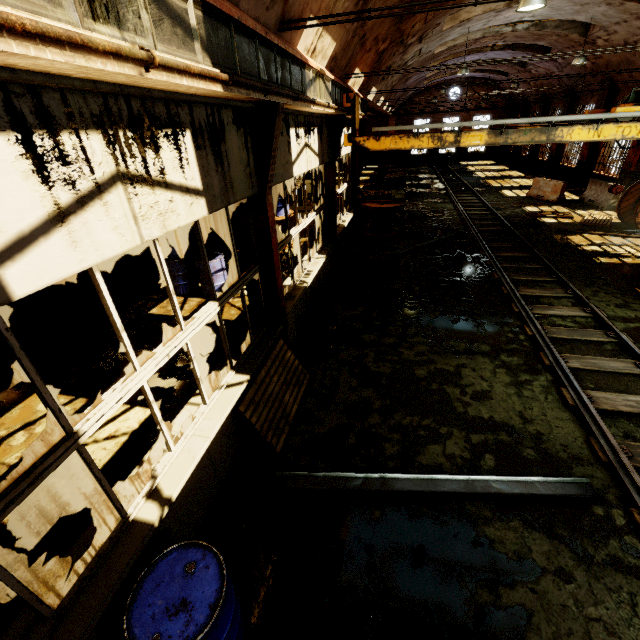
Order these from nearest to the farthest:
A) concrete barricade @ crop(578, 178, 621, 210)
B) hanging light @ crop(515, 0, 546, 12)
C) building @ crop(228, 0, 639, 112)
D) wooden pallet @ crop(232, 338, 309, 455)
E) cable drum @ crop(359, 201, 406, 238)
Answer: wooden pallet @ crop(232, 338, 309, 455) → building @ crop(228, 0, 639, 112) → hanging light @ crop(515, 0, 546, 12) → cable drum @ crop(359, 201, 406, 238) → concrete barricade @ crop(578, 178, 621, 210)

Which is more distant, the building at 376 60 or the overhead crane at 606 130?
the overhead crane at 606 130

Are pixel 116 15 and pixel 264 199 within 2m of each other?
no

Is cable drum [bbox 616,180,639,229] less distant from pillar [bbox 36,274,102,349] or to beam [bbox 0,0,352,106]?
beam [bbox 0,0,352,106]

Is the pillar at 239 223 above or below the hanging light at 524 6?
below

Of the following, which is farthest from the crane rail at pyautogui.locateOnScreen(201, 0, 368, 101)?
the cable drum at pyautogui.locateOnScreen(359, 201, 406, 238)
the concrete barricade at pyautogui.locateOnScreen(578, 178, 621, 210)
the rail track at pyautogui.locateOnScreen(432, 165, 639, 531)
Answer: the concrete barricade at pyautogui.locateOnScreen(578, 178, 621, 210)

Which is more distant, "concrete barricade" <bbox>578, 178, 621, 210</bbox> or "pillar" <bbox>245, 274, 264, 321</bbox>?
"concrete barricade" <bbox>578, 178, 621, 210</bbox>

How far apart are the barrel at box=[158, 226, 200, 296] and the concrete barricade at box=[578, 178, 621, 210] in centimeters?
1827cm
